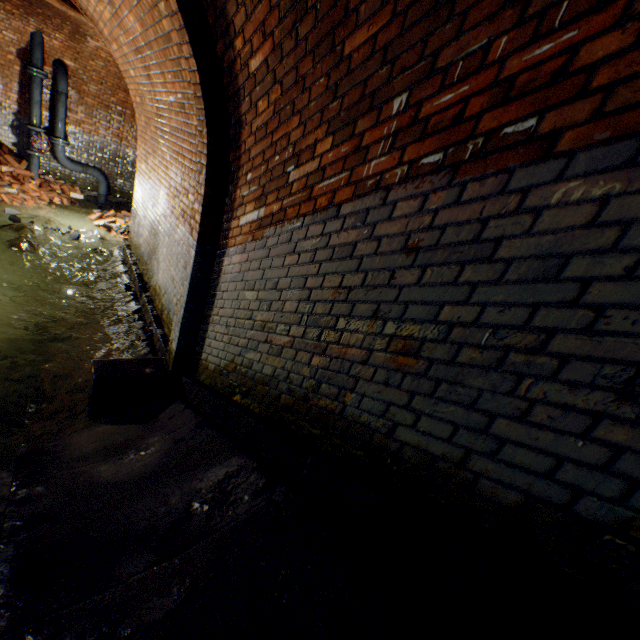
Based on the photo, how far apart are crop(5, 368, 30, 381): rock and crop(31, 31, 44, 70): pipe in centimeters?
816cm

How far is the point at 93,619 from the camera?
1.3 meters

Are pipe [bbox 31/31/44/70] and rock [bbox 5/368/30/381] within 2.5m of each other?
no

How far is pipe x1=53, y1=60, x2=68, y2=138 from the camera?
8.2m

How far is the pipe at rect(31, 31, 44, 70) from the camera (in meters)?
7.57

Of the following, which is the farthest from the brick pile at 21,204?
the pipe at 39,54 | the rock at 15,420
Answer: the rock at 15,420

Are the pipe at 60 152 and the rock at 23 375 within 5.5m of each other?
no

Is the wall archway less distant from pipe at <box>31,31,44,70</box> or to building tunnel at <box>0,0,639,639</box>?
building tunnel at <box>0,0,639,639</box>
